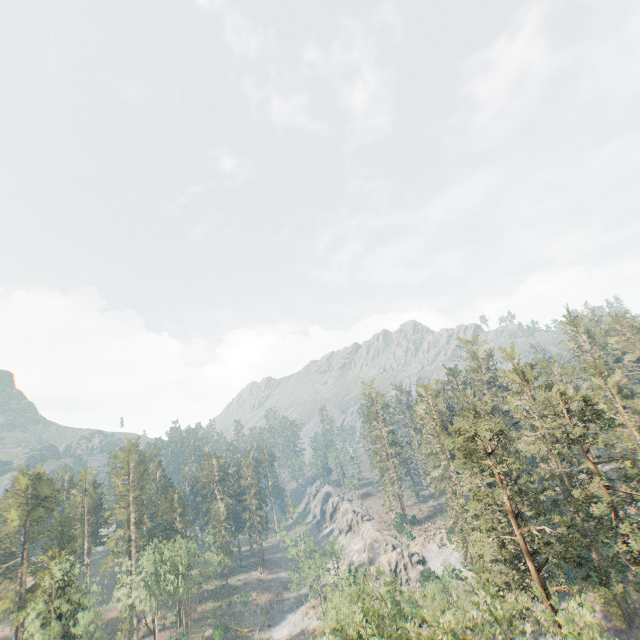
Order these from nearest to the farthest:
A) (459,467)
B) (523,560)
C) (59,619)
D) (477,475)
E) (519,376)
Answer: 1. (459,467)
2. (477,475)
3. (59,619)
4. (519,376)
5. (523,560)

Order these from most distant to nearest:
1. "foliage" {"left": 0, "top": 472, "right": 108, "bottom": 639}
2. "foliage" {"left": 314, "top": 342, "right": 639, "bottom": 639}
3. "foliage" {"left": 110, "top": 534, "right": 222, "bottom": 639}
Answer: "foliage" {"left": 110, "top": 534, "right": 222, "bottom": 639} → "foliage" {"left": 0, "top": 472, "right": 108, "bottom": 639} → "foliage" {"left": 314, "top": 342, "right": 639, "bottom": 639}

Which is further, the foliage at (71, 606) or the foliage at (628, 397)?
the foliage at (71, 606)

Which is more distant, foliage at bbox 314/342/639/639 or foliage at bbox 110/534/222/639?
foliage at bbox 110/534/222/639

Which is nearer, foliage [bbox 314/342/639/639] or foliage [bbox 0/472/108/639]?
foliage [bbox 314/342/639/639]
